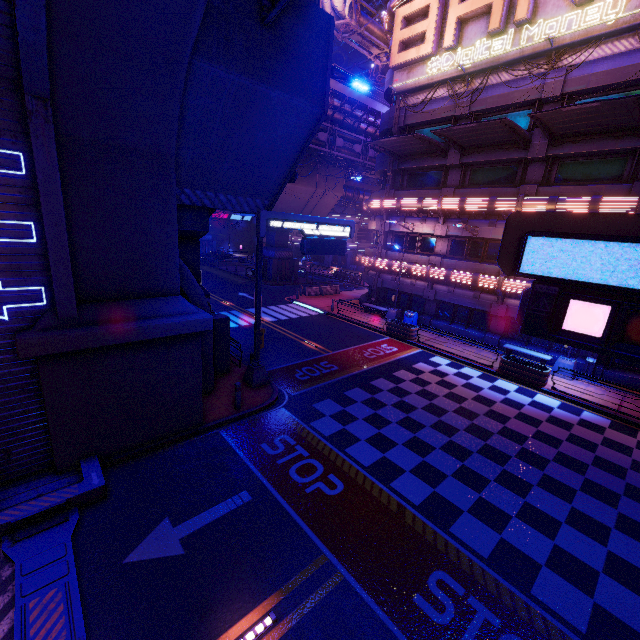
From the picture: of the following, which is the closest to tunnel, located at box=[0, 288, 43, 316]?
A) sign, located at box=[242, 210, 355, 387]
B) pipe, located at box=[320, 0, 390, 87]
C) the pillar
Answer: sign, located at box=[242, 210, 355, 387]

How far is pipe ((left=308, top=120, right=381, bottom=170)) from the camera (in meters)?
30.95

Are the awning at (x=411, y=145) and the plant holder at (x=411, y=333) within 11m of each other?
no

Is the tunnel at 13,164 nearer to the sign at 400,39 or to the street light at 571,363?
the street light at 571,363

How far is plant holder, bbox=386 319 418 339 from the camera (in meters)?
21.48

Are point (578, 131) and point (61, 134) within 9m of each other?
no

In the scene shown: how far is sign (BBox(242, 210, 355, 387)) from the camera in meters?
12.5 m

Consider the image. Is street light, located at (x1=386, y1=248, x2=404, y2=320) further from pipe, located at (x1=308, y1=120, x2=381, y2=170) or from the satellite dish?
the satellite dish
